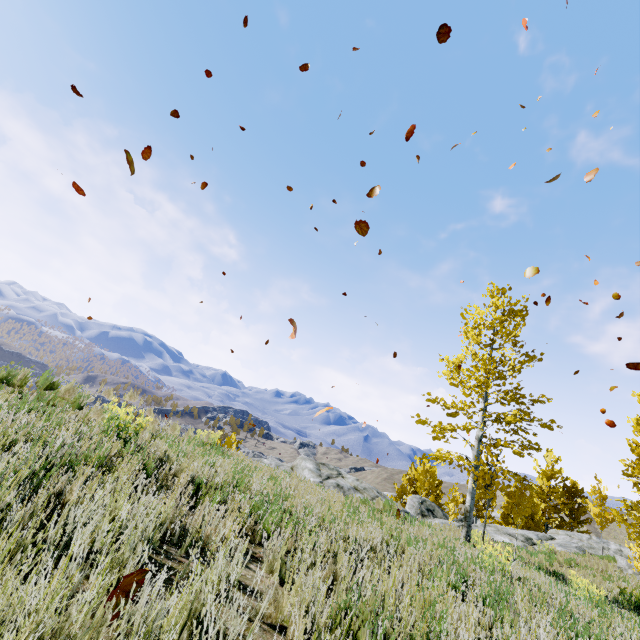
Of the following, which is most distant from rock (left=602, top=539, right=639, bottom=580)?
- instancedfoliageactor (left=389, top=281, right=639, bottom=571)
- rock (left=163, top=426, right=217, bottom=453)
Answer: rock (left=163, top=426, right=217, bottom=453)

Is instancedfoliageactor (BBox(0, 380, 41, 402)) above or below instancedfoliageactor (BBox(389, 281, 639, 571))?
below

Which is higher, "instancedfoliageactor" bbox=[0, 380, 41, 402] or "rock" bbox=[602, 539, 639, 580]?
"rock" bbox=[602, 539, 639, 580]

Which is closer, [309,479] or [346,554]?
[346,554]

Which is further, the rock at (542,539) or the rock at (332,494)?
the rock at (542,539)

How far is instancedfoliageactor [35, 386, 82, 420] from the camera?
4.6m

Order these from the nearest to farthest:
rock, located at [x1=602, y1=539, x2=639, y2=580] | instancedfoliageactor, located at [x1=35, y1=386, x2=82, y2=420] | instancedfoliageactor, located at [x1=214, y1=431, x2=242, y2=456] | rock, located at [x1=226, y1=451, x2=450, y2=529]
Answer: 1. instancedfoliageactor, located at [x1=35, y1=386, x2=82, y2=420]
2. instancedfoliageactor, located at [x1=214, y1=431, x2=242, y2=456]
3. rock, located at [x1=226, y1=451, x2=450, y2=529]
4. rock, located at [x1=602, y1=539, x2=639, y2=580]
